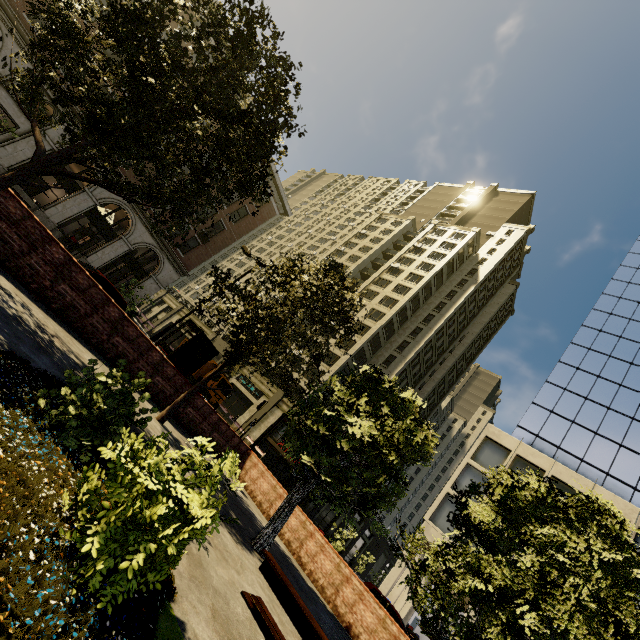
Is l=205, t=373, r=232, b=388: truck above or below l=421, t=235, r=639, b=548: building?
below

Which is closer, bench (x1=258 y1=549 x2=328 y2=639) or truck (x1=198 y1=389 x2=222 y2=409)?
bench (x1=258 y1=549 x2=328 y2=639)

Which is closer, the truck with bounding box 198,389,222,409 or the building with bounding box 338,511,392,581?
the truck with bounding box 198,389,222,409

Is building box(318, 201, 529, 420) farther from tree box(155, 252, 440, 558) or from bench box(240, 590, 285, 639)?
bench box(240, 590, 285, 639)

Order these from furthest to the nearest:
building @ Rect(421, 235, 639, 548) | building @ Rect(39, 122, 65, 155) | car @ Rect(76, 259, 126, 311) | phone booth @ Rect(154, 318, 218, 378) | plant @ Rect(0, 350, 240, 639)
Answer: building @ Rect(421, 235, 639, 548), building @ Rect(39, 122, 65, 155), car @ Rect(76, 259, 126, 311), phone booth @ Rect(154, 318, 218, 378), plant @ Rect(0, 350, 240, 639)

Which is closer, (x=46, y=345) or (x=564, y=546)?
(x=46, y=345)

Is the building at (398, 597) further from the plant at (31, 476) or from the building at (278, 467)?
the plant at (31, 476)

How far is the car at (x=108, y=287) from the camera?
13.66m
